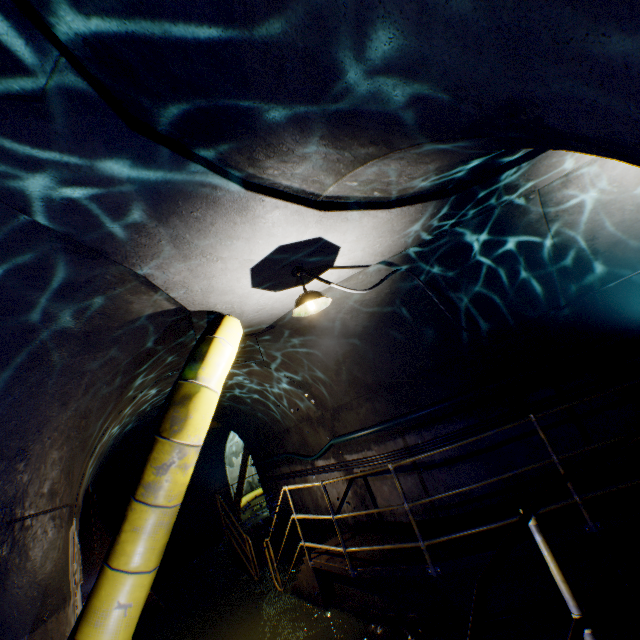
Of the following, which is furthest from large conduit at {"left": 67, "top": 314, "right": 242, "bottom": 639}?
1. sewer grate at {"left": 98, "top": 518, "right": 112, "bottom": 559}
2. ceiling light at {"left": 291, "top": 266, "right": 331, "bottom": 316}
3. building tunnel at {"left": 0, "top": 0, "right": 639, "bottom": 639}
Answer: sewer grate at {"left": 98, "top": 518, "right": 112, "bottom": 559}

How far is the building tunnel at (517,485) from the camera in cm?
491

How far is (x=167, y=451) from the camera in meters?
2.7

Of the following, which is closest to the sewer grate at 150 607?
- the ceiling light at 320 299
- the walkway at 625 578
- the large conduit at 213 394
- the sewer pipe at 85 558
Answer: the sewer pipe at 85 558

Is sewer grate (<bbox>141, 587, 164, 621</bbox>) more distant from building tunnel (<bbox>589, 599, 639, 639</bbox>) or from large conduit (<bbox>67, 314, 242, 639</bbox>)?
large conduit (<bbox>67, 314, 242, 639</bbox>)

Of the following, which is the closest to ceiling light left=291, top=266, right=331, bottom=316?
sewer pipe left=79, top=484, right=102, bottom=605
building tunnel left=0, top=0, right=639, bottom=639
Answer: building tunnel left=0, top=0, right=639, bottom=639

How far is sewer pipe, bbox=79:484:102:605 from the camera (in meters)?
4.82

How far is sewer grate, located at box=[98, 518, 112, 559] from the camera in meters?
5.3
